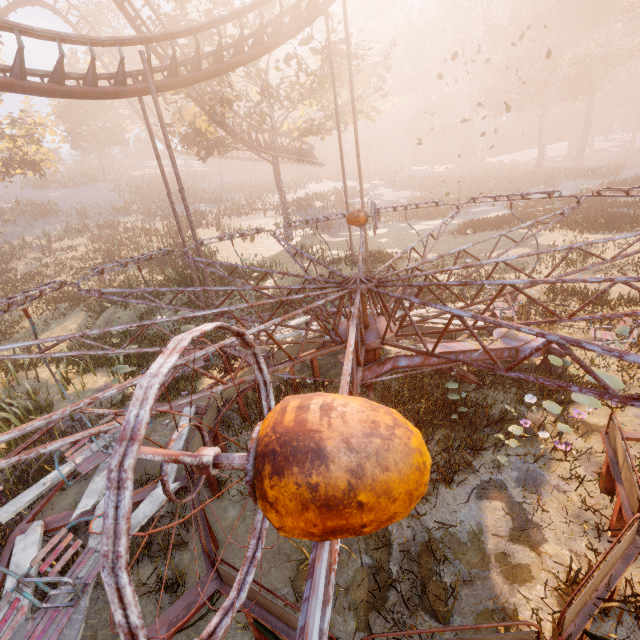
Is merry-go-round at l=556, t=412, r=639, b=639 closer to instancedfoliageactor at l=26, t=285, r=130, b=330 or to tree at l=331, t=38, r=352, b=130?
instancedfoliageactor at l=26, t=285, r=130, b=330

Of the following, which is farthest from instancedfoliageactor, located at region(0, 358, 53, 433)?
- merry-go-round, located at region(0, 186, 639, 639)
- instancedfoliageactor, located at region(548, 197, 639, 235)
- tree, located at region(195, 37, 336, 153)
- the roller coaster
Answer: instancedfoliageactor, located at region(548, 197, 639, 235)

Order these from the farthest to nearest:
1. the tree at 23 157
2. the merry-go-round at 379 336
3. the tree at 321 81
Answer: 1. the tree at 23 157
2. the tree at 321 81
3. the merry-go-round at 379 336

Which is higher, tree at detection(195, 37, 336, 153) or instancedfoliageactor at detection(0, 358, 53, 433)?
tree at detection(195, 37, 336, 153)

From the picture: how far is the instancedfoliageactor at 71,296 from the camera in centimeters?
1598cm

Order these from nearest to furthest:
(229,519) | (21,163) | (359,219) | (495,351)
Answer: (229,519)
(495,351)
(359,219)
(21,163)
